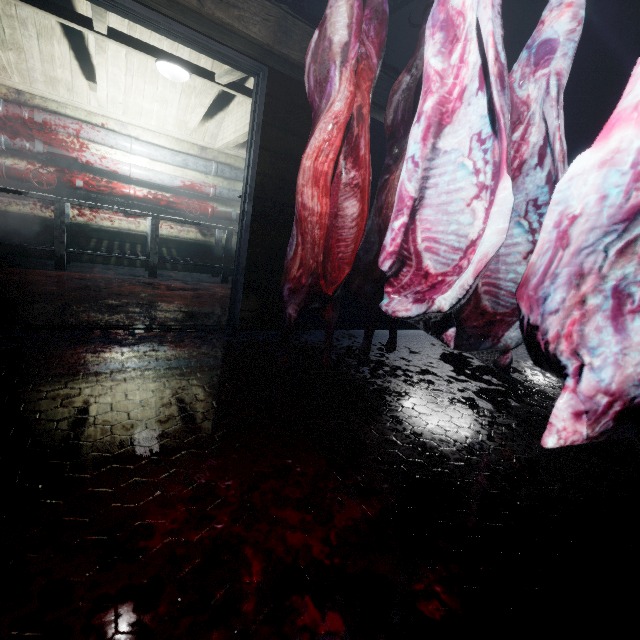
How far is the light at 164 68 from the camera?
3.09m

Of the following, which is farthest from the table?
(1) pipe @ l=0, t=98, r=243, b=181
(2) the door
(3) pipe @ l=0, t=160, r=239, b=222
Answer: (2) the door

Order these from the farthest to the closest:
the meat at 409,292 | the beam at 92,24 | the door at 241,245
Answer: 1. the beam at 92,24
2. the door at 241,245
3. the meat at 409,292

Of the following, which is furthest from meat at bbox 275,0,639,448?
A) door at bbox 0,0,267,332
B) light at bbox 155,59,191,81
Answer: light at bbox 155,59,191,81

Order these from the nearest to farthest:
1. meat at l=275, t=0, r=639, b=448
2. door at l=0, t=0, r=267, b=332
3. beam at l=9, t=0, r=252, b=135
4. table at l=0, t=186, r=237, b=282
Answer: meat at l=275, t=0, r=639, b=448 < door at l=0, t=0, r=267, b=332 < beam at l=9, t=0, r=252, b=135 < table at l=0, t=186, r=237, b=282

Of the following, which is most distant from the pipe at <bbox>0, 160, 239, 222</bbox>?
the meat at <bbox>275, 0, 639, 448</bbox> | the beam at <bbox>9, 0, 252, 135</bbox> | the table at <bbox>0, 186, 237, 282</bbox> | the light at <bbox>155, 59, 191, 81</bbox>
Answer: the meat at <bbox>275, 0, 639, 448</bbox>

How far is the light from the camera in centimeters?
309cm

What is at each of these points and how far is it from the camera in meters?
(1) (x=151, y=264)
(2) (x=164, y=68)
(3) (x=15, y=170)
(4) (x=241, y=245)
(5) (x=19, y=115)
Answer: (1) table, 4.4
(2) light, 3.1
(3) pipe, 3.9
(4) door, 2.6
(5) pipe, 3.8
